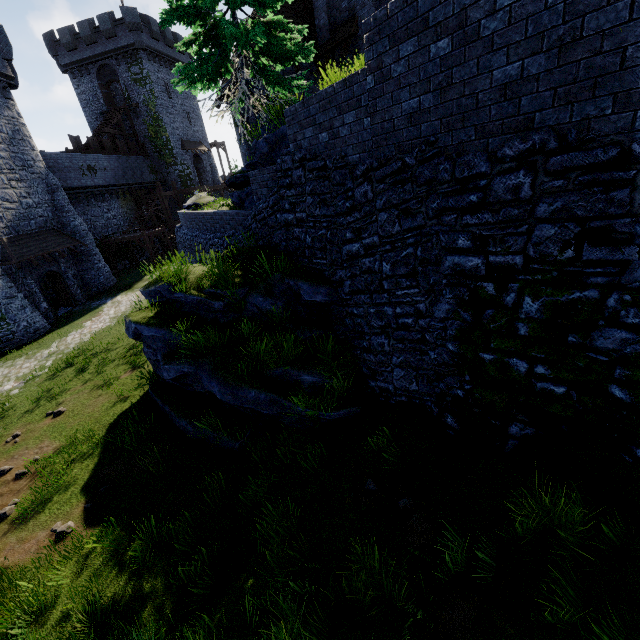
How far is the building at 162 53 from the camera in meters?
33.0 m

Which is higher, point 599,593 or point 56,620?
point 599,593

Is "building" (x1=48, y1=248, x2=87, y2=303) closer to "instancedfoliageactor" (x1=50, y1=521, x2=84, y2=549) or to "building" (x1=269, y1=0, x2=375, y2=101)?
"instancedfoliageactor" (x1=50, y1=521, x2=84, y2=549)

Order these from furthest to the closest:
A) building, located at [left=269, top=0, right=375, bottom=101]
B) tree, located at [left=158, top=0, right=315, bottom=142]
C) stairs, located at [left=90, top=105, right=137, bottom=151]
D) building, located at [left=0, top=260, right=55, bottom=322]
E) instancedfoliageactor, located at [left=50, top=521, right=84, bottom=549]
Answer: stairs, located at [left=90, top=105, right=137, bottom=151] → building, located at [left=0, top=260, right=55, bottom=322] → building, located at [left=269, top=0, right=375, bottom=101] → tree, located at [left=158, top=0, right=315, bottom=142] → instancedfoliageactor, located at [left=50, top=521, right=84, bottom=549]

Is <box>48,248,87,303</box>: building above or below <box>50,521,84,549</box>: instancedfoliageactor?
above

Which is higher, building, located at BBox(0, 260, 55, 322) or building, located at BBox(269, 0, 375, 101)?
building, located at BBox(269, 0, 375, 101)

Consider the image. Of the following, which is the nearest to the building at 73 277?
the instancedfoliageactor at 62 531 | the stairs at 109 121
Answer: the stairs at 109 121

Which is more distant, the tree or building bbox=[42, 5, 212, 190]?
building bbox=[42, 5, 212, 190]
